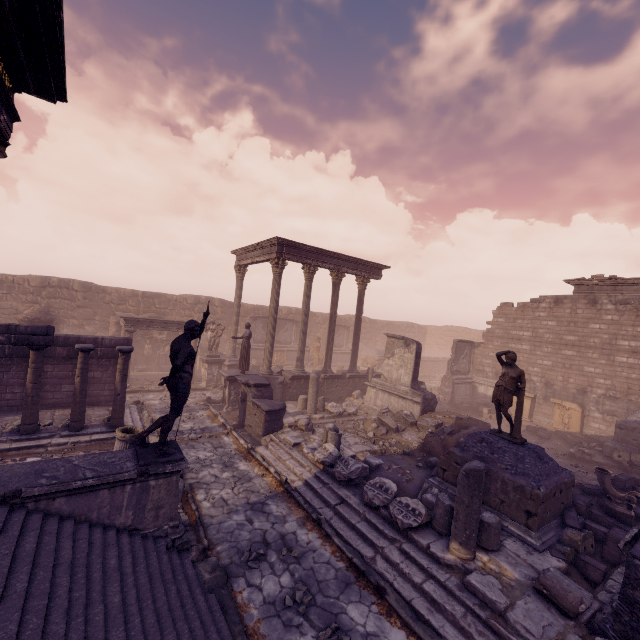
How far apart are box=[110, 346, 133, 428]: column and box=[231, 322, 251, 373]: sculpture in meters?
4.6 m

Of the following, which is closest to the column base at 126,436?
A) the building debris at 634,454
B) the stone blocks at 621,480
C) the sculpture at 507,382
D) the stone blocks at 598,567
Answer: the sculpture at 507,382

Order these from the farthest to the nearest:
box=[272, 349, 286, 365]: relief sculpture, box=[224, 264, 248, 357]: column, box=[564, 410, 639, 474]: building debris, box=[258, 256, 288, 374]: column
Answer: box=[272, 349, 286, 365]: relief sculpture < box=[224, 264, 248, 357]: column < box=[258, 256, 288, 374]: column < box=[564, 410, 639, 474]: building debris

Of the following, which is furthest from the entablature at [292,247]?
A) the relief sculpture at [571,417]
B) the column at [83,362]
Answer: the relief sculpture at [571,417]

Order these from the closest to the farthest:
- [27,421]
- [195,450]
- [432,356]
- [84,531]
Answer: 1. [84,531]
2. [27,421]
3. [195,450]
4. [432,356]

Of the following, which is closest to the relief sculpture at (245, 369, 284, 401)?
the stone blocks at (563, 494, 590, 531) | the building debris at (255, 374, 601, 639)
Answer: the building debris at (255, 374, 601, 639)

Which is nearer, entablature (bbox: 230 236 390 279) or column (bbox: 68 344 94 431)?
column (bbox: 68 344 94 431)

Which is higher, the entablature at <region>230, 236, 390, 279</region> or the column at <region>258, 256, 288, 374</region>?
the entablature at <region>230, 236, 390, 279</region>
